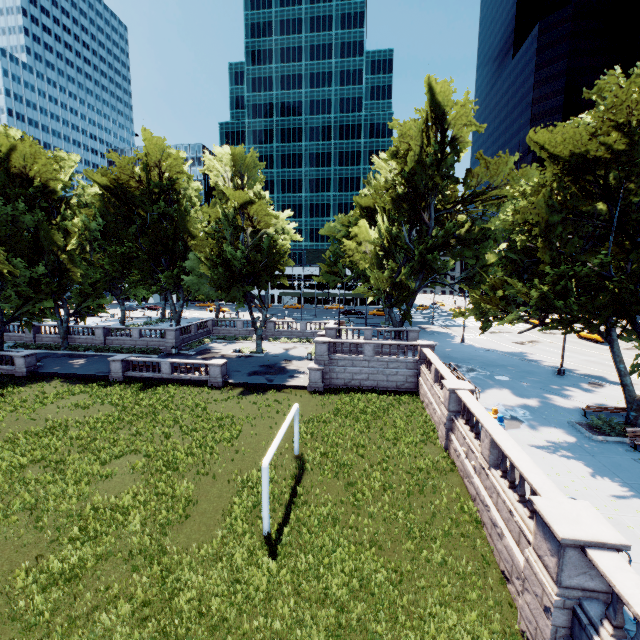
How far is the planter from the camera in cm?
1591

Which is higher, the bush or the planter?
the bush

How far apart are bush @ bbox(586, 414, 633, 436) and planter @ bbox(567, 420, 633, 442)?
0.2m

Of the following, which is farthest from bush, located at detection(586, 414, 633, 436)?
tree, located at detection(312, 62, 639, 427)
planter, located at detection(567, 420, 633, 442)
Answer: tree, located at detection(312, 62, 639, 427)

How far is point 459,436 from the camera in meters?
16.2

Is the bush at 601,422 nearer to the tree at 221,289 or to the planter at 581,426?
the planter at 581,426

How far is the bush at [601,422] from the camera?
16.1m

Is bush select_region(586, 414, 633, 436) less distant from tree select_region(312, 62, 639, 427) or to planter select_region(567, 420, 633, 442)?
planter select_region(567, 420, 633, 442)
